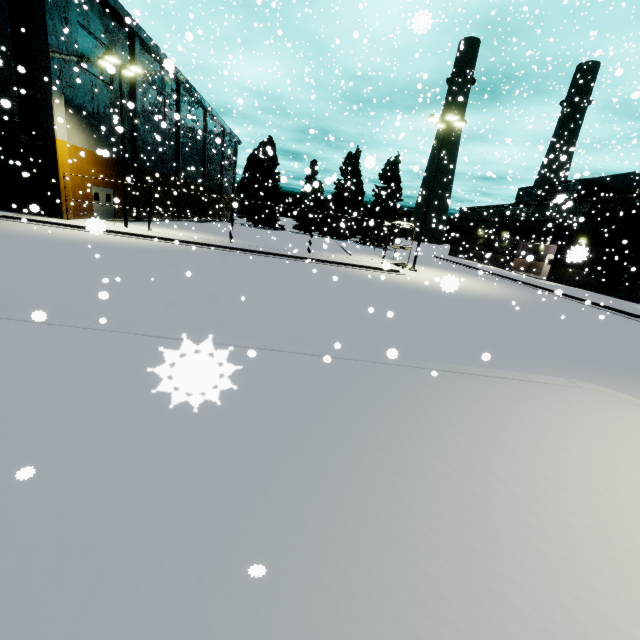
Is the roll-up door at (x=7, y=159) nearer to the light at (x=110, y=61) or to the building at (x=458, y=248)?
the building at (x=458, y=248)

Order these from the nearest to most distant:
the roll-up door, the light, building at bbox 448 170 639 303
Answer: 1. the light
2. the roll-up door
3. building at bbox 448 170 639 303

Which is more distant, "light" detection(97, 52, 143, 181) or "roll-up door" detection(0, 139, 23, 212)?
"roll-up door" detection(0, 139, 23, 212)

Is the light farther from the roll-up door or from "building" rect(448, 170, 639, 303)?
the roll-up door

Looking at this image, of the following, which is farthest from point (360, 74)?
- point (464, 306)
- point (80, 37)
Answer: point (464, 306)

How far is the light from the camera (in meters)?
18.72

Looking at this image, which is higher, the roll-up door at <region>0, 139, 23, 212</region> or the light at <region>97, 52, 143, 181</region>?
the light at <region>97, 52, 143, 181</region>

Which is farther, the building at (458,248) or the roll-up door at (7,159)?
the building at (458,248)
